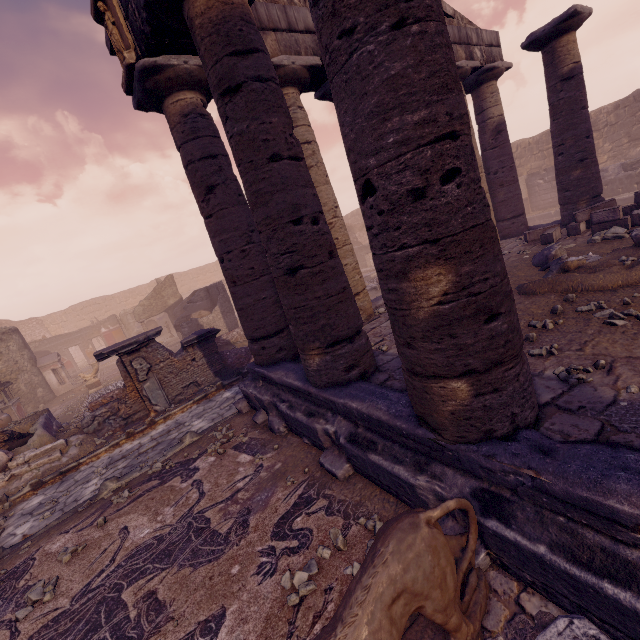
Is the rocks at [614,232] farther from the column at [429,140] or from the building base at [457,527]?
the column at [429,140]

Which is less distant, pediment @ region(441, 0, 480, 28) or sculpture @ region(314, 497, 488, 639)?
sculpture @ region(314, 497, 488, 639)

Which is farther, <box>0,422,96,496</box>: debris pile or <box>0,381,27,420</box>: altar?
<box>0,381,27,420</box>: altar

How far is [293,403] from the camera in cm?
532

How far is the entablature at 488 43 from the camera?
9.24m

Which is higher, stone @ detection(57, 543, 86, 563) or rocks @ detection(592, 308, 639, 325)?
rocks @ detection(592, 308, 639, 325)

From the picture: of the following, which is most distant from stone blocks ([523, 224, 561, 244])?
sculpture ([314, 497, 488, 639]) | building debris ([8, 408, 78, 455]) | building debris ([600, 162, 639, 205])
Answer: building debris ([8, 408, 78, 455])

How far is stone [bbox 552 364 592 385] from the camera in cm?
307
